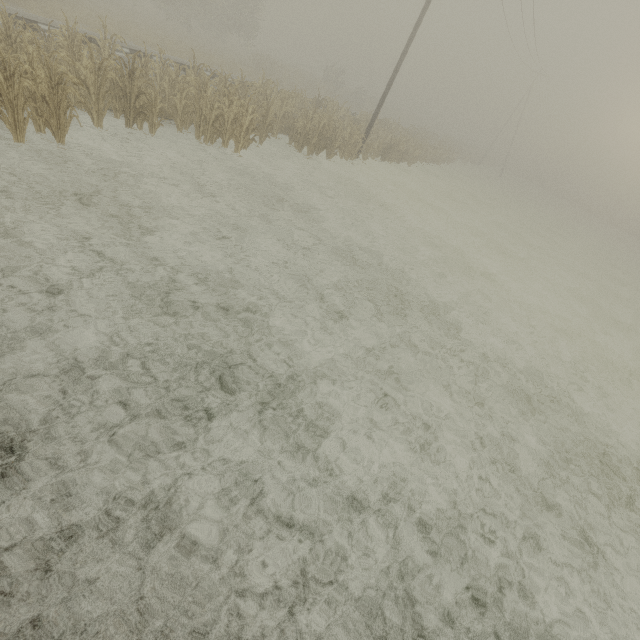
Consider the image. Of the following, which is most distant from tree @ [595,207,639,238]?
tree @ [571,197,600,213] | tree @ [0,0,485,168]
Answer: tree @ [0,0,485,168]

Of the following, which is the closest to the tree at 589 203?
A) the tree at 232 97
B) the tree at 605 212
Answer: the tree at 605 212

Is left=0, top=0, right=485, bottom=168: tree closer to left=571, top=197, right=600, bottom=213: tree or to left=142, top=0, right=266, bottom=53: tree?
left=142, top=0, right=266, bottom=53: tree

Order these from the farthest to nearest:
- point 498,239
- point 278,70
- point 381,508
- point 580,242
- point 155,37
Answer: point 278,70 → point 580,242 → point 155,37 → point 498,239 → point 381,508

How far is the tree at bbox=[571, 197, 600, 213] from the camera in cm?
5773

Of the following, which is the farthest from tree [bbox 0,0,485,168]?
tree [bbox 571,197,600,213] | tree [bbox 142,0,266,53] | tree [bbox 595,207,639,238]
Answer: tree [bbox 571,197,600,213]

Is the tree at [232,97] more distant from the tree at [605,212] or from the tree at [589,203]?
the tree at [589,203]

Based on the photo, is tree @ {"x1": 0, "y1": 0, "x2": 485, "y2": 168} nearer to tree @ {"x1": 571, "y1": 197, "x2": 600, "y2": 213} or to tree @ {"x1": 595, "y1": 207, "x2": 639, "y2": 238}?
tree @ {"x1": 595, "y1": 207, "x2": 639, "y2": 238}
